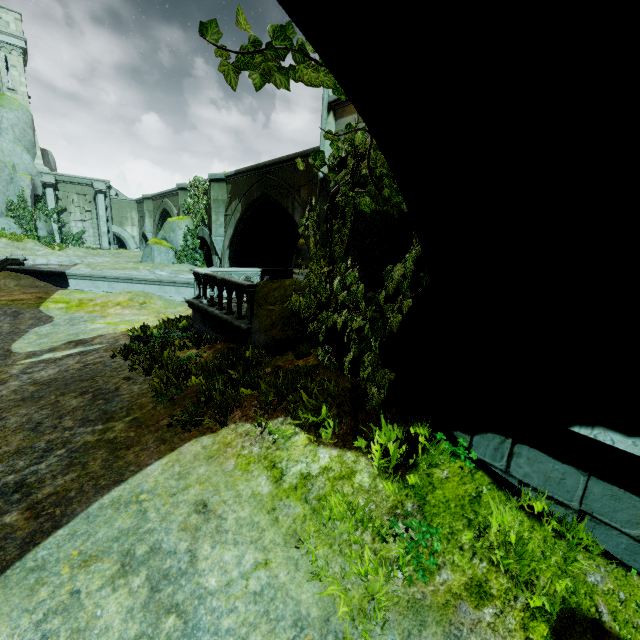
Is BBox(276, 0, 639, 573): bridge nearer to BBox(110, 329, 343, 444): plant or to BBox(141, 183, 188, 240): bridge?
BBox(110, 329, 343, 444): plant

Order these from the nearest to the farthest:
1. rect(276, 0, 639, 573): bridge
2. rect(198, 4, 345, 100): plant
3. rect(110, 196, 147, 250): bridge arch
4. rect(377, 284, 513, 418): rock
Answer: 1. rect(276, 0, 639, 573): bridge
2. rect(198, 4, 345, 100): plant
3. rect(377, 284, 513, 418): rock
4. rect(110, 196, 147, 250): bridge arch

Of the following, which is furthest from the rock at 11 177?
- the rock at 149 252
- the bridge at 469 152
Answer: the bridge at 469 152

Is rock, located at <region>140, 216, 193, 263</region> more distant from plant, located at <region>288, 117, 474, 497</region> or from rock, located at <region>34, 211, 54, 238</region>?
plant, located at <region>288, 117, 474, 497</region>

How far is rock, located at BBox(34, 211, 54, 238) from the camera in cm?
2541

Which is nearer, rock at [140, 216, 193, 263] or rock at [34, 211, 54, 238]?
rock at [140, 216, 193, 263]

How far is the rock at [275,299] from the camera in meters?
6.2

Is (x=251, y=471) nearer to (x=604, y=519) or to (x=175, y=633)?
(x=175, y=633)
